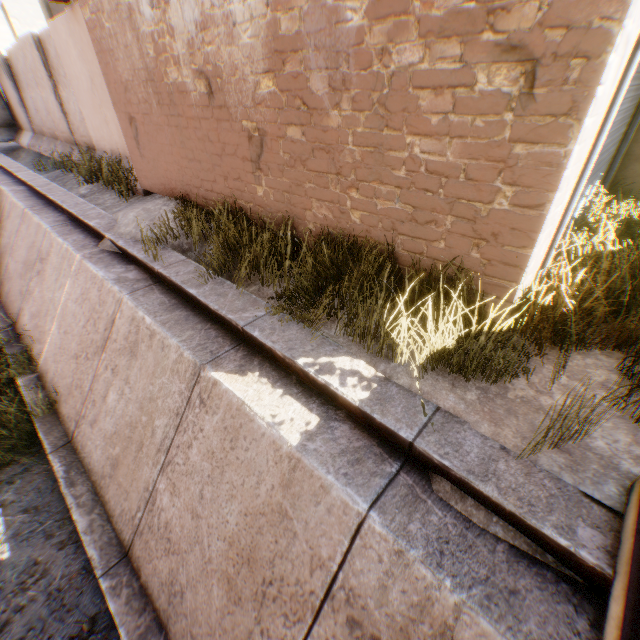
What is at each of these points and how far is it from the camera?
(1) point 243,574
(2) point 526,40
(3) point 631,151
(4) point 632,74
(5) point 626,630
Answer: (1) concrete channel, 2.7 meters
(2) building, 2.0 meters
(3) building, 5.2 meters
(4) rolling overhead door, 3.0 meters
(5) bridge, 1.5 meters

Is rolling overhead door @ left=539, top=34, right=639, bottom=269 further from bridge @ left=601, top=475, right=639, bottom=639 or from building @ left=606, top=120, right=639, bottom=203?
bridge @ left=601, top=475, right=639, bottom=639

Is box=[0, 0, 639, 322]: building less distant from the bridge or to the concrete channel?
the concrete channel

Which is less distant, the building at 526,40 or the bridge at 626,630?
the bridge at 626,630

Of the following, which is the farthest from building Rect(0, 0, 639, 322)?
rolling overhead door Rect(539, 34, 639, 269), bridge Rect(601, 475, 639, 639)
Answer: bridge Rect(601, 475, 639, 639)

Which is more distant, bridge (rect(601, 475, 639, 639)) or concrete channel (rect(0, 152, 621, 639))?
concrete channel (rect(0, 152, 621, 639))

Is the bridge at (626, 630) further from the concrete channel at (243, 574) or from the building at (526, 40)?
the building at (526, 40)
